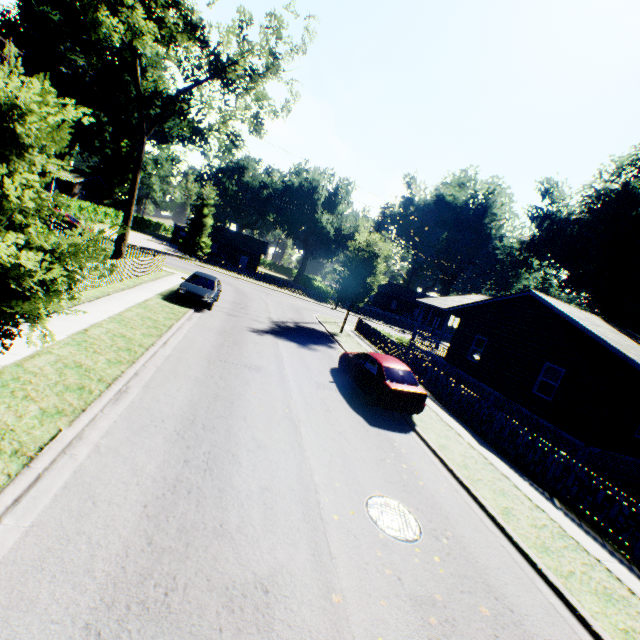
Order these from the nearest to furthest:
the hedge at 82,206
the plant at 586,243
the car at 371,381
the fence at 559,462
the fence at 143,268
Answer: → the fence at 559,462, the car at 371,381, the fence at 143,268, the plant at 586,243, the hedge at 82,206

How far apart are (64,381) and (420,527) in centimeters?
786cm

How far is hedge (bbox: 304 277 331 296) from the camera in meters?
44.4

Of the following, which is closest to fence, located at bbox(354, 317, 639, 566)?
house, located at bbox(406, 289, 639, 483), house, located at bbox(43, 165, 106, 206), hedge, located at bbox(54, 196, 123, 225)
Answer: house, located at bbox(406, 289, 639, 483)

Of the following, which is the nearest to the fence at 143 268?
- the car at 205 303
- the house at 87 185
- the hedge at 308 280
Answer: the car at 205 303

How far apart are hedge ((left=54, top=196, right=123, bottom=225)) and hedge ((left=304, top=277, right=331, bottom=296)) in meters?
31.1 m

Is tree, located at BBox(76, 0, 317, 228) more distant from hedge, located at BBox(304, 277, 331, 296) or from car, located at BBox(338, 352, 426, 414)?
hedge, located at BBox(304, 277, 331, 296)

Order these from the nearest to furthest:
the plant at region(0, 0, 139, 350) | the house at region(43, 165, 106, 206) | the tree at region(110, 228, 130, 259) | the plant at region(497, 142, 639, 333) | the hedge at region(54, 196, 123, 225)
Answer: the plant at region(0, 0, 139, 350) < the tree at region(110, 228, 130, 259) < the plant at region(497, 142, 639, 333) < the hedge at region(54, 196, 123, 225) < the house at region(43, 165, 106, 206)
